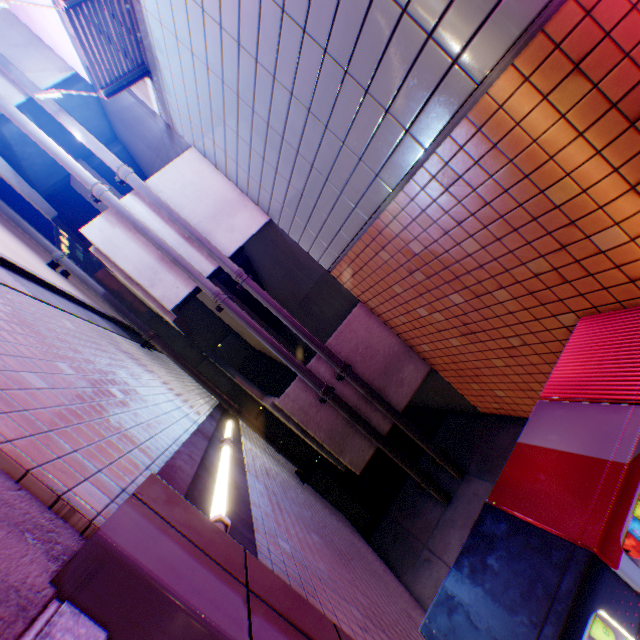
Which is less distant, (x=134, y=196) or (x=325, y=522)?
(x=325, y=522)

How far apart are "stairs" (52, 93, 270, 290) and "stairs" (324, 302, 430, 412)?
0.57m

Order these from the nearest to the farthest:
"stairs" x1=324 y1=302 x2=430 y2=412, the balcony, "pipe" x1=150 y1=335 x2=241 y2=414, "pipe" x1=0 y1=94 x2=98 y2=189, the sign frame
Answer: the balcony
the sign frame
"pipe" x1=0 y1=94 x2=98 y2=189
"stairs" x1=324 y1=302 x2=430 y2=412
"pipe" x1=150 y1=335 x2=241 y2=414

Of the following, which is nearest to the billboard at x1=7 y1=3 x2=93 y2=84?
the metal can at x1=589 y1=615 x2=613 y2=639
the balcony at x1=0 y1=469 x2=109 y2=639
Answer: the balcony at x1=0 y1=469 x2=109 y2=639

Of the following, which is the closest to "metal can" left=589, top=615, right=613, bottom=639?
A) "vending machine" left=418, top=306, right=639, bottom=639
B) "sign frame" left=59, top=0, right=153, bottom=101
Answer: "vending machine" left=418, top=306, right=639, bottom=639

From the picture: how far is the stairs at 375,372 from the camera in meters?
6.4

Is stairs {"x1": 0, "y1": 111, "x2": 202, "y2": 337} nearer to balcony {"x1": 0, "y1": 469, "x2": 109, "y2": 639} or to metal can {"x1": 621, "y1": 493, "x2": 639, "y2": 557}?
balcony {"x1": 0, "y1": 469, "x2": 109, "y2": 639}

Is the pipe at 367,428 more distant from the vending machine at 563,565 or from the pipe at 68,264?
the vending machine at 563,565
